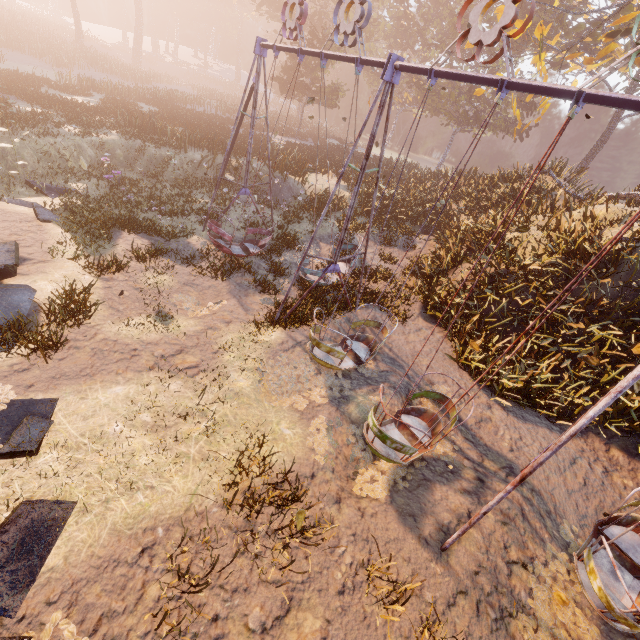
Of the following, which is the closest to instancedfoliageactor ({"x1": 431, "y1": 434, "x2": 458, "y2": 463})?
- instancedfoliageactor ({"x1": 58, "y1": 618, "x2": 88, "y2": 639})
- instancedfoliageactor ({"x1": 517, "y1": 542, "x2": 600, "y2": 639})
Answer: instancedfoliageactor ({"x1": 517, "y1": 542, "x2": 600, "y2": 639})

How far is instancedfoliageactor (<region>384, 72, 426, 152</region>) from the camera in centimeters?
3697cm

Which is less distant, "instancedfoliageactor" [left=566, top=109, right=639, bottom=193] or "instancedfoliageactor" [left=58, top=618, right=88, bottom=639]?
"instancedfoliageactor" [left=58, top=618, right=88, bottom=639]

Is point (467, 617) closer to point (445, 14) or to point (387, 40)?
point (445, 14)

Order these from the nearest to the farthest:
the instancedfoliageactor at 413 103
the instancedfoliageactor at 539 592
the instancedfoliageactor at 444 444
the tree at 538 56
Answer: the instancedfoliageactor at 539 592
the instancedfoliageactor at 444 444
the tree at 538 56
the instancedfoliageactor at 413 103

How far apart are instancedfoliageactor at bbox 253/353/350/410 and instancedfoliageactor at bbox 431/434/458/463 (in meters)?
0.38

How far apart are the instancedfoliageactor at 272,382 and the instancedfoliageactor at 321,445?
0.38m
